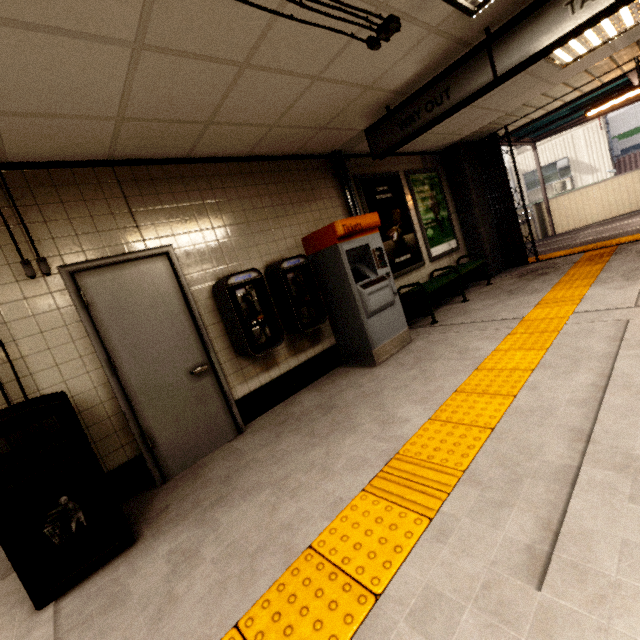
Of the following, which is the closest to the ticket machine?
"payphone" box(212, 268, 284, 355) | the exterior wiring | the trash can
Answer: "payphone" box(212, 268, 284, 355)

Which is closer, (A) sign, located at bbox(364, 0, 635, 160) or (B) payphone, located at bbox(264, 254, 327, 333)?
(A) sign, located at bbox(364, 0, 635, 160)

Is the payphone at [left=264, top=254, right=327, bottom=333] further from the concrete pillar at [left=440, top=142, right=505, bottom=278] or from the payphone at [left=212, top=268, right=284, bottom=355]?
the concrete pillar at [left=440, top=142, right=505, bottom=278]

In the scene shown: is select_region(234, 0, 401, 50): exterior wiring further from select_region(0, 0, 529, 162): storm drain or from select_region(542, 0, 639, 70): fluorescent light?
select_region(542, 0, 639, 70): fluorescent light

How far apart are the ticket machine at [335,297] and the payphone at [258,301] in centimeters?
95cm

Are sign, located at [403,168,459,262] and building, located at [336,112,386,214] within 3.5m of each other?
yes

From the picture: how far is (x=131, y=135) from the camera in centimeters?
276cm

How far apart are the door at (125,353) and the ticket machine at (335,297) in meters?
1.7
